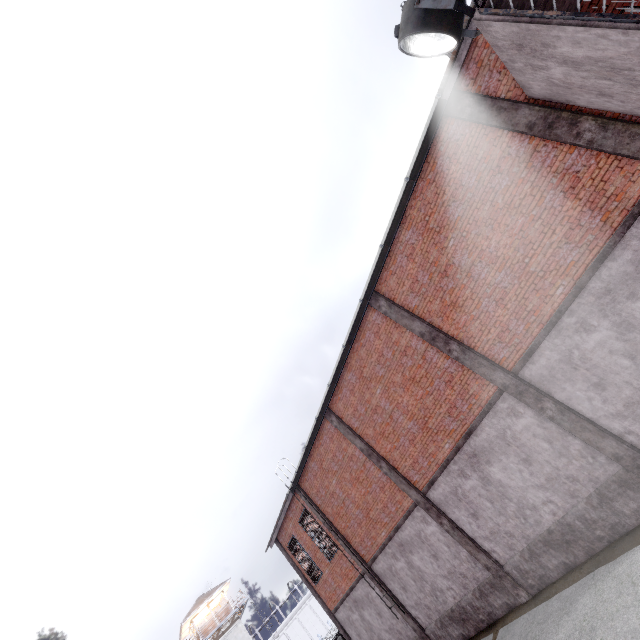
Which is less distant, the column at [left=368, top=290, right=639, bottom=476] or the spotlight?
the spotlight

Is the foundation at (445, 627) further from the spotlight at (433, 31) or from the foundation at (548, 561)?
the spotlight at (433, 31)

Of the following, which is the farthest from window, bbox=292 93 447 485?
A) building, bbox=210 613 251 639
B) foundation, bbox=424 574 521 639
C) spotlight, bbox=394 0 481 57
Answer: building, bbox=210 613 251 639

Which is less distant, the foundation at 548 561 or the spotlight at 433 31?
the spotlight at 433 31

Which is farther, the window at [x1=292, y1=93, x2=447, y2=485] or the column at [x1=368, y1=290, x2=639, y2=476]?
the window at [x1=292, y1=93, x2=447, y2=485]

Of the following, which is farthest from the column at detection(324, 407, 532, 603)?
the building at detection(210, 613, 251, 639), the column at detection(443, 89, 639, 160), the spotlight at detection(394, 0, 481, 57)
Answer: the building at detection(210, 613, 251, 639)

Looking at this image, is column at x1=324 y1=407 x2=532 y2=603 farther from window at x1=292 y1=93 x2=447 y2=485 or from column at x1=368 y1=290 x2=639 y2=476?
column at x1=368 y1=290 x2=639 y2=476

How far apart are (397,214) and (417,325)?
3.6m
